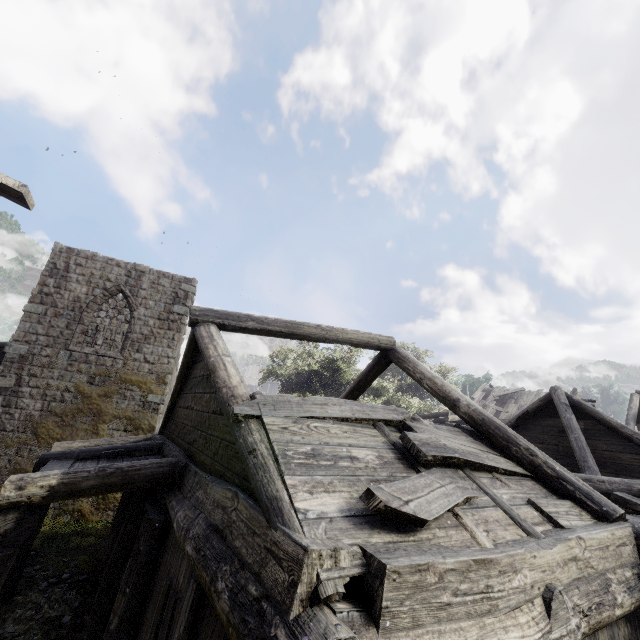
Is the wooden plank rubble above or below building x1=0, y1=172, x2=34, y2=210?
above

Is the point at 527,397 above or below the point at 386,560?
above

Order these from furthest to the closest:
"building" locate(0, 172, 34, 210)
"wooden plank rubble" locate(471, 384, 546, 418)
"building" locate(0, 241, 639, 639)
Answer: "wooden plank rubble" locate(471, 384, 546, 418) < "building" locate(0, 172, 34, 210) < "building" locate(0, 241, 639, 639)

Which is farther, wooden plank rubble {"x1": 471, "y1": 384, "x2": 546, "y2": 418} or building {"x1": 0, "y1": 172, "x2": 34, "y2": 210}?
wooden plank rubble {"x1": 471, "y1": 384, "x2": 546, "y2": 418}

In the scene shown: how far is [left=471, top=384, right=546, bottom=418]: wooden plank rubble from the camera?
23.42m

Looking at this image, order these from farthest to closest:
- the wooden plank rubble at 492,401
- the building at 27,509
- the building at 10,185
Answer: the wooden plank rubble at 492,401 → the building at 10,185 → the building at 27,509

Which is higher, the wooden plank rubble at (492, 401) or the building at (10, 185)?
the wooden plank rubble at (492, 401)
